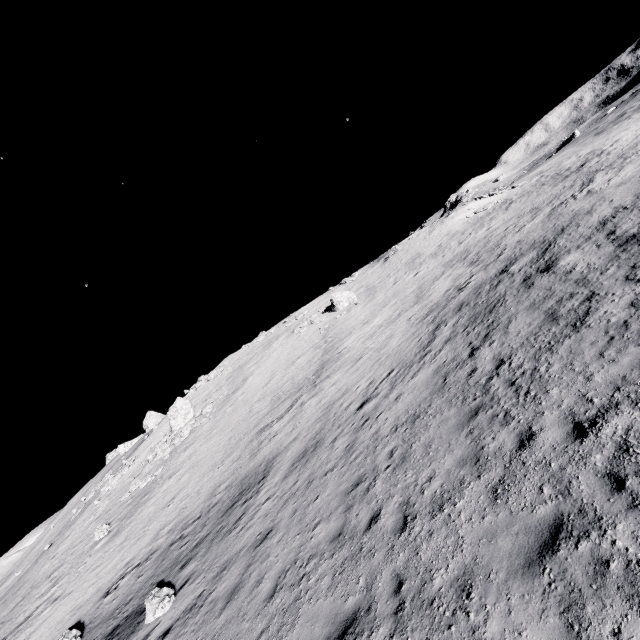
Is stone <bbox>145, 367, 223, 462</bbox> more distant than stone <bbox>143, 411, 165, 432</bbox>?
No

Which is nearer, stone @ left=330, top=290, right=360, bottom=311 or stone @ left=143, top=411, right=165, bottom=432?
stone @ left=330, top=290, right=360, bottom=311

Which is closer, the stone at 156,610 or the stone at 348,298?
the stone at 156,610

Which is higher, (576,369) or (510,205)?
(510,205)

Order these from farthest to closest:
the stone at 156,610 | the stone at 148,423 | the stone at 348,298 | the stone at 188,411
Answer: the stone at 148,423
the stone at 348,298
the stone at 188,411
the stone at 156,610

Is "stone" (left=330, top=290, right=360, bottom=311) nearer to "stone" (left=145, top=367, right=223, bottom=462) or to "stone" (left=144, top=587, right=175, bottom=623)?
"stone" (left=145, top=367, right=223, bottom=462)

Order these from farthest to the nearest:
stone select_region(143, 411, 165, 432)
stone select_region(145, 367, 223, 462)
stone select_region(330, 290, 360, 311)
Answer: stone select_region(143, 411, 165, 432), stone select_region(330, 290, 360, 311), stone select_region(145, 367, 223, 462)

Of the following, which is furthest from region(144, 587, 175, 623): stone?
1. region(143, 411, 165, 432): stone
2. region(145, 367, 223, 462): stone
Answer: region(143, 411, 165, 432): stone
